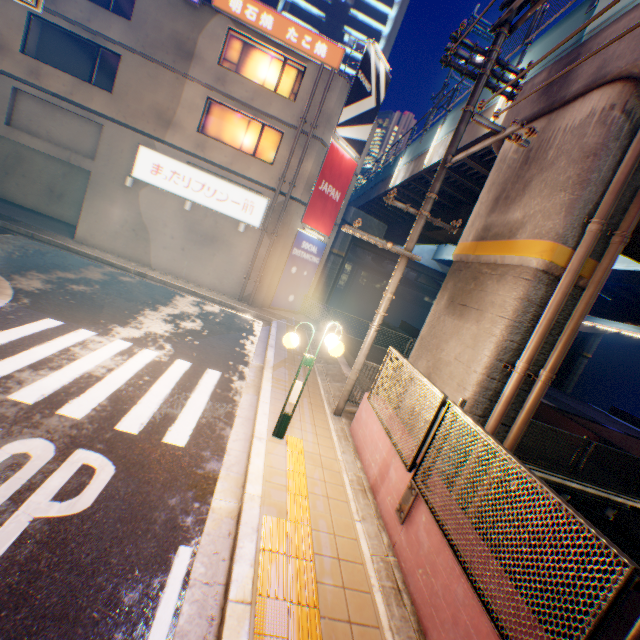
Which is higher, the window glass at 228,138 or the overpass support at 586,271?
the window glass at 228,138

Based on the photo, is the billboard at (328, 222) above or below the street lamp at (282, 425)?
above

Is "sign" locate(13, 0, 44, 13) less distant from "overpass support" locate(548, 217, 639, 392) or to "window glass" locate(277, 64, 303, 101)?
"overpass support" locate(548, 217, 639, 392)

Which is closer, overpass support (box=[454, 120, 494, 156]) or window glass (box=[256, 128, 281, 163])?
overpass support (box=[454, 120, 494, 156])

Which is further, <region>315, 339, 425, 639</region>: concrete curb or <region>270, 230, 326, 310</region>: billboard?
<region>270, 230, 326, 310</region>: billboard

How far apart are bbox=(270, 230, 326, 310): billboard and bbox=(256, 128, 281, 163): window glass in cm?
318

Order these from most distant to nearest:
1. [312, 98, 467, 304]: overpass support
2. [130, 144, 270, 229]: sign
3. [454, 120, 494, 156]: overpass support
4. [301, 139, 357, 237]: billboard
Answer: [301, 139, 357, 237]: billboard → [312, 98, 467, 304]: overpass support → [130, 144, 270, 229]: sign → [454, 120, 494, 156]: overpass support

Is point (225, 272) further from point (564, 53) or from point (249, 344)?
point (564, 53)
